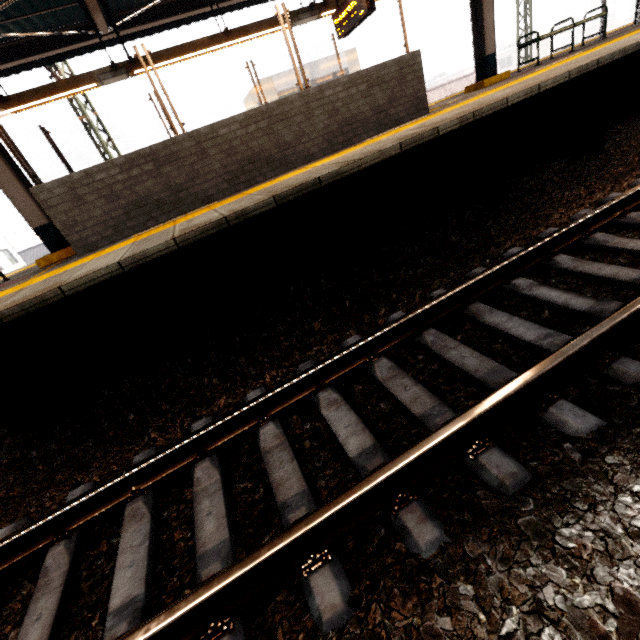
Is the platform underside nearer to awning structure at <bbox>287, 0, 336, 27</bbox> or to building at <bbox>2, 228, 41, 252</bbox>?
awning structure at <bbox>287, 0, 336, 27</bbox>

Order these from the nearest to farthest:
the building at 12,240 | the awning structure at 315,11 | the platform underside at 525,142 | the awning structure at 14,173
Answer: the platform underside at 525,142, the awning structure at 14,173, the awning structure at 315,11, the building at 12,240

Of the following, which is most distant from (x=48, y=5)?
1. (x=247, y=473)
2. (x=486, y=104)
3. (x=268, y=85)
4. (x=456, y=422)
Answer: (x=268, y=85)

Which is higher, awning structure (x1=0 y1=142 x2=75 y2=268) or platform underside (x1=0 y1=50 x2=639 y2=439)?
awning structure (x1=0 y1=142 x2=75 y2=268)

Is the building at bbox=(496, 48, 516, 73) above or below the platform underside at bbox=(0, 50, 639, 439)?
above

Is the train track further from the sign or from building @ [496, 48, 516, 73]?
building @ [496, 48, 516, 73]

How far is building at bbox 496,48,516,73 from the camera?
48.1 meters

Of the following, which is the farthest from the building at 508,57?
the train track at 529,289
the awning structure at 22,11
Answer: the train track at 529,289
